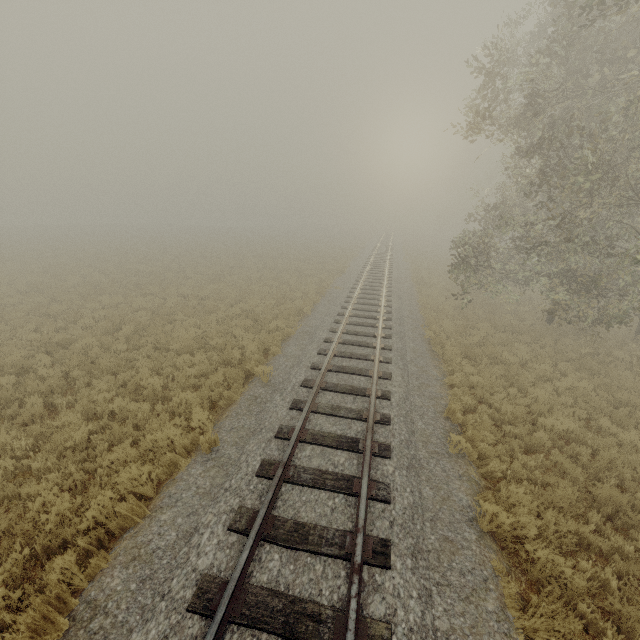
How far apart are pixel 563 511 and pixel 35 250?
39.3 meters
